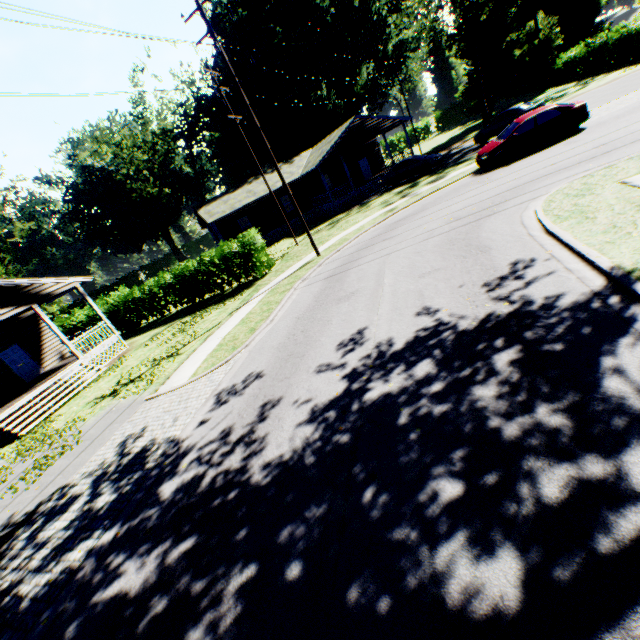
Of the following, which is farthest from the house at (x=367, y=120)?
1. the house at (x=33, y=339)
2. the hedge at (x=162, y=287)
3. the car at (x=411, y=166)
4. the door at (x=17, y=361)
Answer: the door at (x=17, y=361)

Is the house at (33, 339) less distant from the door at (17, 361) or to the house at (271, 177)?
the door at (17, 361)

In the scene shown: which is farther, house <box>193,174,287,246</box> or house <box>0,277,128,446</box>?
house <box>193,174,287,246</box>

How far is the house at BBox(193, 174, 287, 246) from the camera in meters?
31.2

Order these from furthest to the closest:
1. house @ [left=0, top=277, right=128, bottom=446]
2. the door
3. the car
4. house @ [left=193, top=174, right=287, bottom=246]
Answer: house @ [left=193, top=174, right=287, bottom=246] < the car < the door < house @ [left=0, top=277, right=128, bottom=446]

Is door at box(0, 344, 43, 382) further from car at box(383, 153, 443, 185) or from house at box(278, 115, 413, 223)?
car at box(383, 153, 443, 185)

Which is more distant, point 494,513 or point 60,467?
point 60,467
